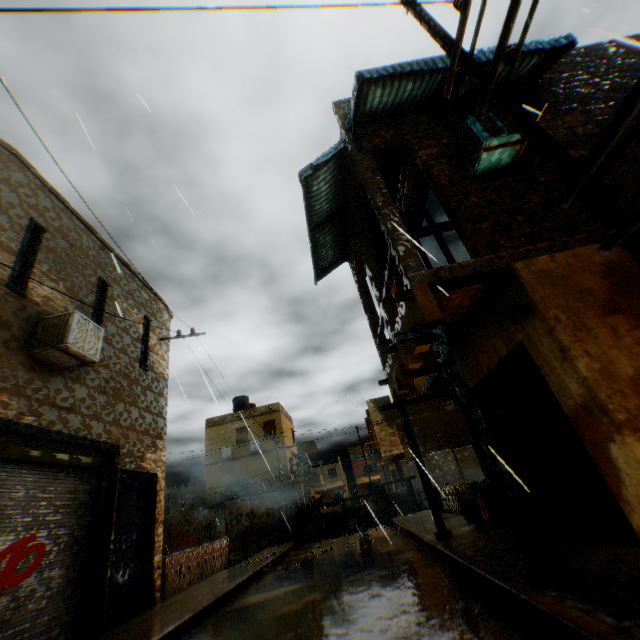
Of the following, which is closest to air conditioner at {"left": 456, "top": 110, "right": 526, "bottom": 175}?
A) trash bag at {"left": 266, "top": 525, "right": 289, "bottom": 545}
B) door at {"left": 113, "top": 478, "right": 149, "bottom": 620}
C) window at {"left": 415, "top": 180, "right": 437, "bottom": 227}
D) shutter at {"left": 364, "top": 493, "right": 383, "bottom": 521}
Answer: window at {"left": 415, "top": 180, "right": 437, "bottom": 227}

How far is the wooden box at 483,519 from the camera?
7.0m

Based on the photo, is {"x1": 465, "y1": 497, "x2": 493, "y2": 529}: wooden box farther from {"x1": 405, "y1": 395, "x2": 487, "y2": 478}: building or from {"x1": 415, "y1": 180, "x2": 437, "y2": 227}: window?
{"x1": 415, "y1": 180, "x2": 437, "y2": 227}: window

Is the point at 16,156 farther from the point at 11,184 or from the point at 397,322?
the point at 397,322

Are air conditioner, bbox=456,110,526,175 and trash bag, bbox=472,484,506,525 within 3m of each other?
no

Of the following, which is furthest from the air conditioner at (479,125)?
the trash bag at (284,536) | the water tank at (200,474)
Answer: the water tank at (200,474)

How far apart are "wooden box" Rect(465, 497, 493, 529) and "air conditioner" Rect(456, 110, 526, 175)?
6.89m

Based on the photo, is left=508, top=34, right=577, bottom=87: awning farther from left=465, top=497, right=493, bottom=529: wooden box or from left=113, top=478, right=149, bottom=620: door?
left=465, top=497, right=493, bottom=529: wooden box
